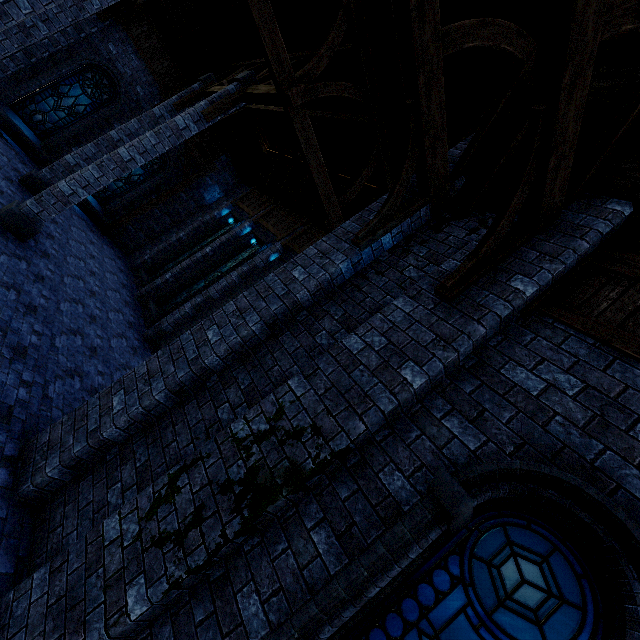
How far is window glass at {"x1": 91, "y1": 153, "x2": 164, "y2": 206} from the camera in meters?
14.8 m

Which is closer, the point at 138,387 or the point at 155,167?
the point at 138,387

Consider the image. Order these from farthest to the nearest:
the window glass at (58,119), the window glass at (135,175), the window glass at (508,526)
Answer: A: the window glass at (135,175), the window glass at (58,119), the window glass at (508,526)

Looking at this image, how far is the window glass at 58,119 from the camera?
12.3 meters

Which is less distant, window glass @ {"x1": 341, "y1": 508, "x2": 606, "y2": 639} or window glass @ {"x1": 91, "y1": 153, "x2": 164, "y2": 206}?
window glass @ {"x1": 341, "y1": 508, "x2": 606, "y2": 639}

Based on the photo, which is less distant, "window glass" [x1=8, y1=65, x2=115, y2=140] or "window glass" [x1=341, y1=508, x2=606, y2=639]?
"window glass" [x1=341, y1=508, x2=606, y2=639]

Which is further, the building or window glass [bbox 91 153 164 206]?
window glass [bbox 91 153 164 206]

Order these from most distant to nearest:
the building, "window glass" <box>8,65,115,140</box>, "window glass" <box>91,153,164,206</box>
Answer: "window glass" <box>91,153,164,206</box>, "window glass" <box>8,65,115,140</box>, the building
